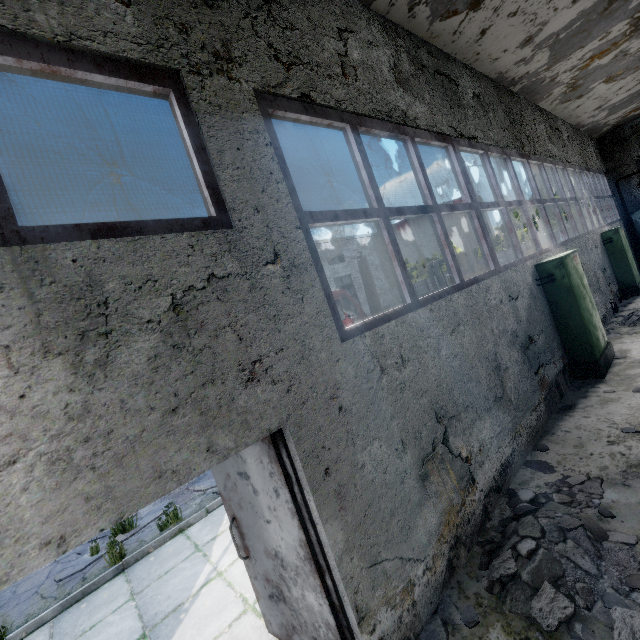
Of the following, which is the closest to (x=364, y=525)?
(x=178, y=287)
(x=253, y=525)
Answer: (x=253, y=525)

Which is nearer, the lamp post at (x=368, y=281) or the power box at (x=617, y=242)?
the power box at (x=617, y=242)

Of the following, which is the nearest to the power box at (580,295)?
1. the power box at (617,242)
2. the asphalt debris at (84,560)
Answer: the power box at (617,242)

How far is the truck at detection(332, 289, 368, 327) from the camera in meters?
10.2 m

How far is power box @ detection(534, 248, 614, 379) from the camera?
6.2m

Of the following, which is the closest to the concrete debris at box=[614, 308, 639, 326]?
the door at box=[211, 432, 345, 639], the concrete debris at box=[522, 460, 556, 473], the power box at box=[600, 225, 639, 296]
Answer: the power box at box=[600, 225, 639, 296]

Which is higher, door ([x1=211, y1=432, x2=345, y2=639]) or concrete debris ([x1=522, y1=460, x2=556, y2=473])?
door ([x1=211, y1=432, x2=345, y2=639])

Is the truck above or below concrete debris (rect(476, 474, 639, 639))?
above
